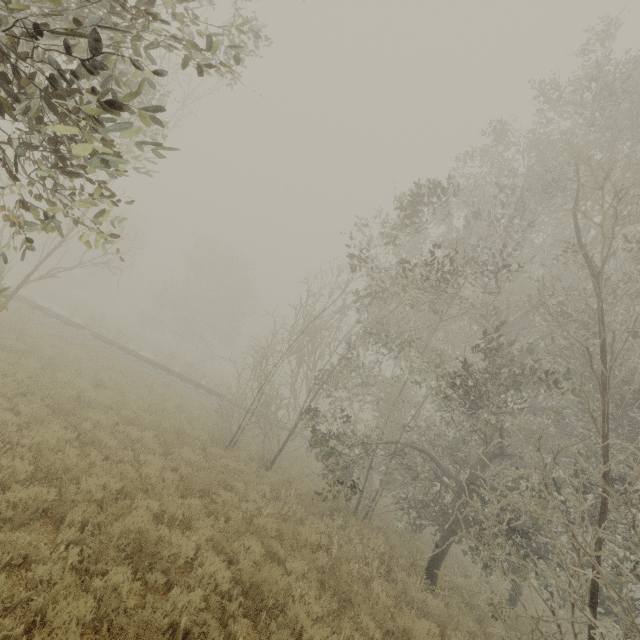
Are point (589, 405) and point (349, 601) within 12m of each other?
yes
